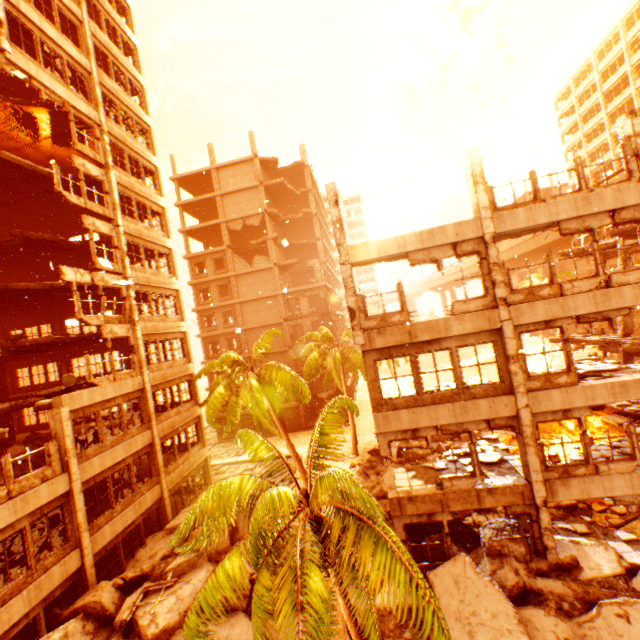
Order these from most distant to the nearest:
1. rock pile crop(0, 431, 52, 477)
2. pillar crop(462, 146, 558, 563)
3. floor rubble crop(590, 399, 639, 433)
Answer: rock pile crop(0, 431, 52, 477), floor rubble crop(590, 399, 639, 433), pillar crop(462, 146, 558, 563)

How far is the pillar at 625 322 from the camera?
19.5 meters

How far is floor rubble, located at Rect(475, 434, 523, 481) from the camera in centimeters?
1170cm

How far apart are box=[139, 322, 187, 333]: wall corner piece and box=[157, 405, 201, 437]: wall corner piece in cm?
523

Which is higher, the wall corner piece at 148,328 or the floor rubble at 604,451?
the wall corner piece at 148,328

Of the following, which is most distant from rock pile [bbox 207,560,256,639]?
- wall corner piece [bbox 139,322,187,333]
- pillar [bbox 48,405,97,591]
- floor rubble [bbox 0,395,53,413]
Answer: wall corner piece [bbox 139,322,187,333]

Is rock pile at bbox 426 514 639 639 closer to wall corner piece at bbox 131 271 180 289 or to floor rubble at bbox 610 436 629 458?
floor rubble at bbox 610 436 629 458

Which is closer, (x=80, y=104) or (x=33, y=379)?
(x=80, y=104)
